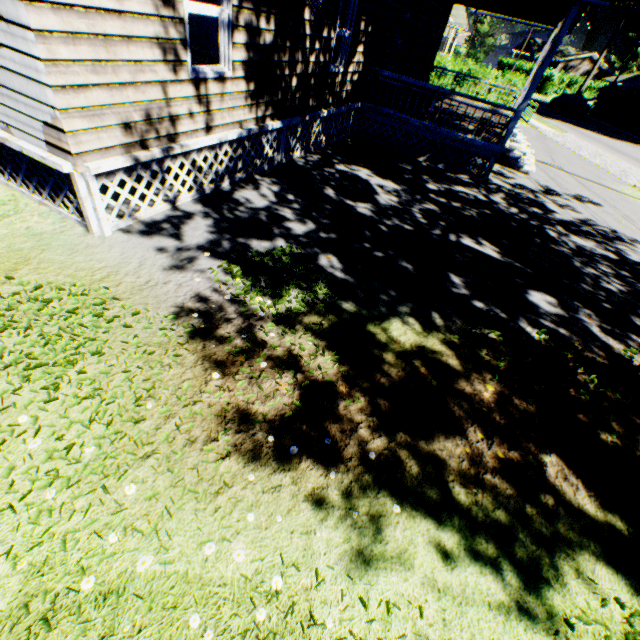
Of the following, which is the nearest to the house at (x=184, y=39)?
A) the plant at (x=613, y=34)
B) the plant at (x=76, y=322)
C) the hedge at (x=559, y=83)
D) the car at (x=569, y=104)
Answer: the plant at (x=76, y=322)

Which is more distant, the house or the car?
the car

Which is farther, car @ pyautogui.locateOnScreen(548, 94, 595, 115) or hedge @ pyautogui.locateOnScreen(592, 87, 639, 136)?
car @ pyautogui.locateOnScreen(548, 94, 595, 115)

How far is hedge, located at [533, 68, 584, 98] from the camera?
45.31m

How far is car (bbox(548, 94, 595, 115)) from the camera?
33.8 meters

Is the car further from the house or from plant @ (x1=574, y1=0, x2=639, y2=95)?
plant @ (x1=574, y1=0, x2=639, y2=95)

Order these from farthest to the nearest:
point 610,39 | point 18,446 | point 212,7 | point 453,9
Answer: point 610,39 < point 453,9 < point 212,7 < point 18,446

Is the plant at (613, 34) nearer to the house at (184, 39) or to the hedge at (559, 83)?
the hedge at (559, 83)
